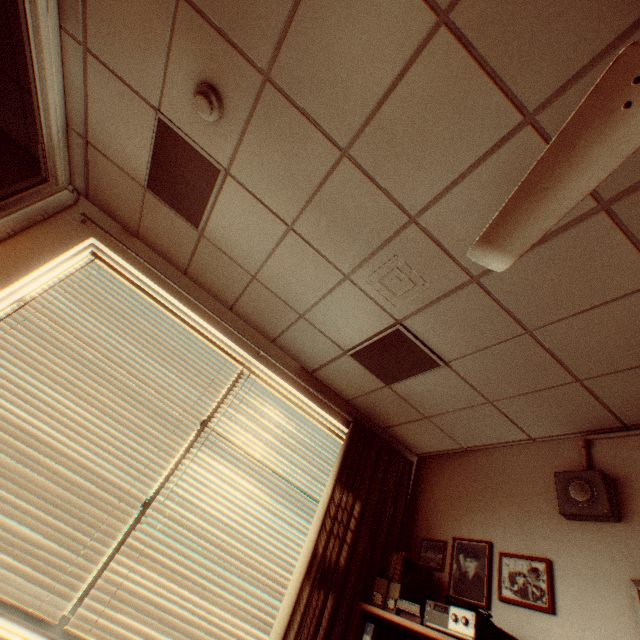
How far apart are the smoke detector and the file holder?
3.4 meters

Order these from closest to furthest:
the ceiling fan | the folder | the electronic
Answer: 1. the ceiling fan
2. the electronic
3. the folder

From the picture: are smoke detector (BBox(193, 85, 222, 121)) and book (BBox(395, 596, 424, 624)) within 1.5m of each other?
no

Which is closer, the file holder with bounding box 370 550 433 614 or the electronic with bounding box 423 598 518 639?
the electronic with bounding box 423 598 518 639

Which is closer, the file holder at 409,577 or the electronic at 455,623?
the electronic at 455,623

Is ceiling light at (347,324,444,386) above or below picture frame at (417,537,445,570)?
above

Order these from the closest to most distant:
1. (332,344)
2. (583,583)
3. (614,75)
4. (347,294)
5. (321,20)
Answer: (614,75) → (321,20) → (583,583) → (347,294) → (332,344)

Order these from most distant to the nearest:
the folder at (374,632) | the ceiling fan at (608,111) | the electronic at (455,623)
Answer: the folder at (374,632)
the electronic at (455,623)
the ceiling fan at (608,111)
